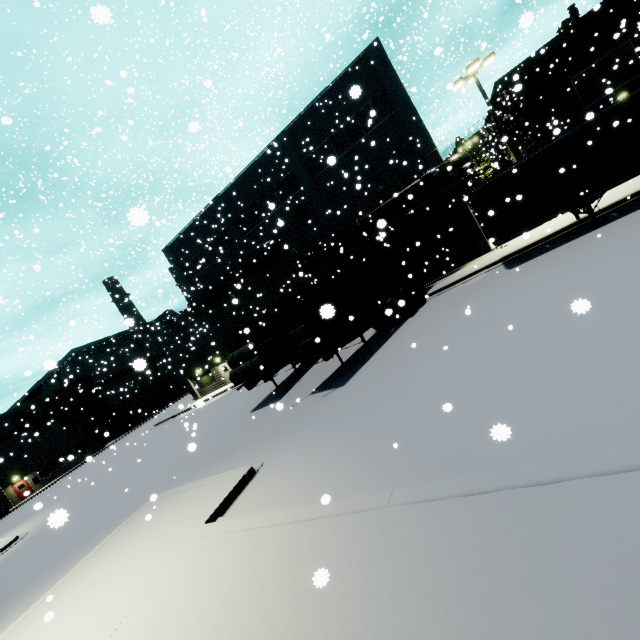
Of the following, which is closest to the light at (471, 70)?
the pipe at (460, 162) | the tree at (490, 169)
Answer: the pipe at (460, 162)

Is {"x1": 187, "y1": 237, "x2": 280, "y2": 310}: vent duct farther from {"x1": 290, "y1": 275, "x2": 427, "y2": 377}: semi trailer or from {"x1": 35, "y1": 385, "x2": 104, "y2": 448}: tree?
{"x1": 35, "y1": 385, "x2": 104, "y2": 448}: tree

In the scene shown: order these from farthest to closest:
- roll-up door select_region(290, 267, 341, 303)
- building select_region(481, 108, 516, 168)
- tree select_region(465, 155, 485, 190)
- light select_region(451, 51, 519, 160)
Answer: tree select_region(465, 155, 485, 190) → building select_region(481, 108, 516, 168) → roll-up door select_region(290, 267, 341, 303) → light select_region(451, 51, 519, 160)

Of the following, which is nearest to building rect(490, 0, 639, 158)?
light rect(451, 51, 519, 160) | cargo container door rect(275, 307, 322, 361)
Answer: light rect(451, 51, 519, 160)

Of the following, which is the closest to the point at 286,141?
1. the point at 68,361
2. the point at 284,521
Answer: the point at 284,521

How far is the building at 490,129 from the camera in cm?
3246

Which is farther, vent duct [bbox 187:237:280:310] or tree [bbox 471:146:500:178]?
tree [bbox 471:146:500:178]

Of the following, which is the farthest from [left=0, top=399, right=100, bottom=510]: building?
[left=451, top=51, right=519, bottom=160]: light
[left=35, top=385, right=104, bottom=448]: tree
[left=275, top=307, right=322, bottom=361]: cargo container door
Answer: [left=275, top=307, right=322, bottom=361]: cargo container door
